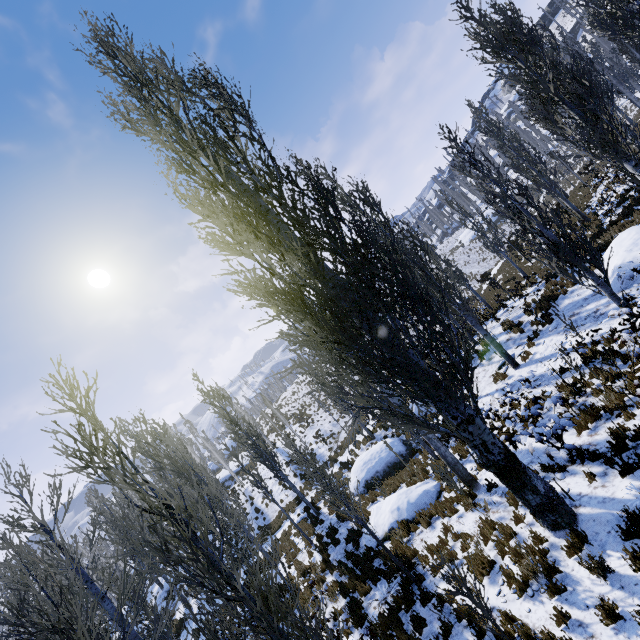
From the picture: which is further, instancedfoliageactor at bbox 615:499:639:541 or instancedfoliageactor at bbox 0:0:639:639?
instancedfoliageactor at bbox 615:499:639:541

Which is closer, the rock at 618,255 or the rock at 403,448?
the rock at 618,255

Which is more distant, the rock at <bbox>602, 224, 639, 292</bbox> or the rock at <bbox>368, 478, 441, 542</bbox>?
the rock at <bbox>602, 224, 639, 292</bbox>

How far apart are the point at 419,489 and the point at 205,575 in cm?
710

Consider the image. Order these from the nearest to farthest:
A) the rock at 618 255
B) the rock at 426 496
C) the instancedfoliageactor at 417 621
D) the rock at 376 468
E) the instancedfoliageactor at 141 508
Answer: the instancedfoliageactor at 141 508 < the instancedfoliageactor at 417 621 < the rock at 426 496 < the rock at 618 255 < the rock at 376 468

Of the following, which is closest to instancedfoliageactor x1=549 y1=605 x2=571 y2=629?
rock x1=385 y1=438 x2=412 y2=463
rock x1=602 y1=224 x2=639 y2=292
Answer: rock x1=602 y1=224 x2=639 y2=292

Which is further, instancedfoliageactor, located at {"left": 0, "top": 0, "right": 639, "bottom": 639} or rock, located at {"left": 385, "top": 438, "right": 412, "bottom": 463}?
rock, located at {"left": 385, "top": 438, "right": 412, "bottom": 463}
